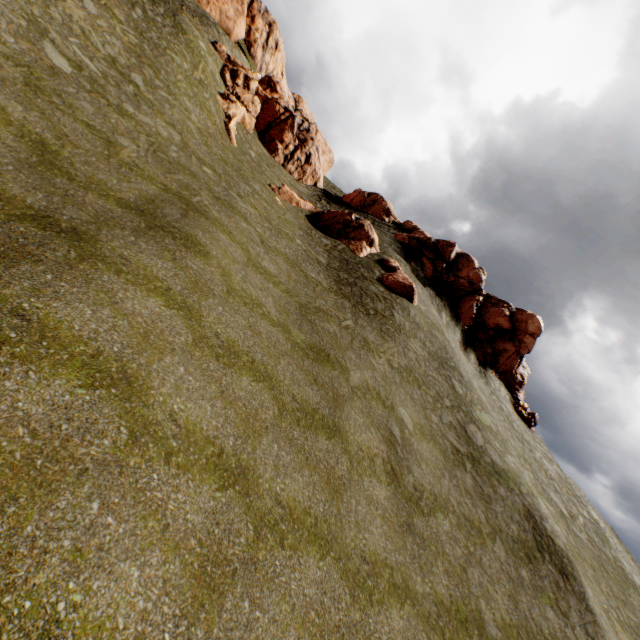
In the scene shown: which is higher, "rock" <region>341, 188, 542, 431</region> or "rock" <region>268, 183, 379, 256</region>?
"rock" <region>341, 188, 542, 431</region>

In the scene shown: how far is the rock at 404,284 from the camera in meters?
22.2

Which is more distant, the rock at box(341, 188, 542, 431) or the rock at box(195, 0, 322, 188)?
the rock at box(341, 188, 542, 431)

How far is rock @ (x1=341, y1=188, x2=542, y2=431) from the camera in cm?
3078

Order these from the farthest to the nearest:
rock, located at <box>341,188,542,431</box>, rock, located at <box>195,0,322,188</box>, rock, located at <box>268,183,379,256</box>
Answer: rock, located at <box>341,188,542,431</box>
rock, located at <box>195,0,322,188</box>
rock, located at <box>268,183,379,256</box>

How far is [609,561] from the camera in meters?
22.5 m

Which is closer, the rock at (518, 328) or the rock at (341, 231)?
the rock at (341, 231)
